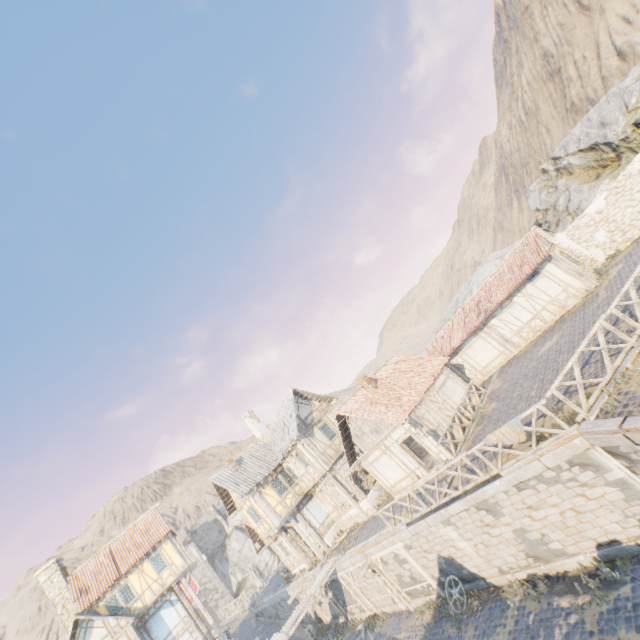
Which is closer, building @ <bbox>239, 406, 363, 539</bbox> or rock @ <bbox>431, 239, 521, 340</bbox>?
building @ <bbox>239, 406, 363, 539</bbox>

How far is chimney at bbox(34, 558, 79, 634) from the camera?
23.41m

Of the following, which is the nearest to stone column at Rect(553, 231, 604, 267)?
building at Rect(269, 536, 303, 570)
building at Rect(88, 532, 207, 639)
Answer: building at Rect(269, 536, 303, 570)

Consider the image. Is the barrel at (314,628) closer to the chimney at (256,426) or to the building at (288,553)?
the building at (288,553)

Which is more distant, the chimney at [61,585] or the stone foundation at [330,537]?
the chimney at [61,585]

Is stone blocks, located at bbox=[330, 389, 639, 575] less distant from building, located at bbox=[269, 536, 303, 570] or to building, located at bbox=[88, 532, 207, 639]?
building, located at bbox=[269, 536, 303, 570]

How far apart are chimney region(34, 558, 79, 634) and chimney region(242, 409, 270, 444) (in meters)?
16.88

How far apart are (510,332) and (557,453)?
13.28m
